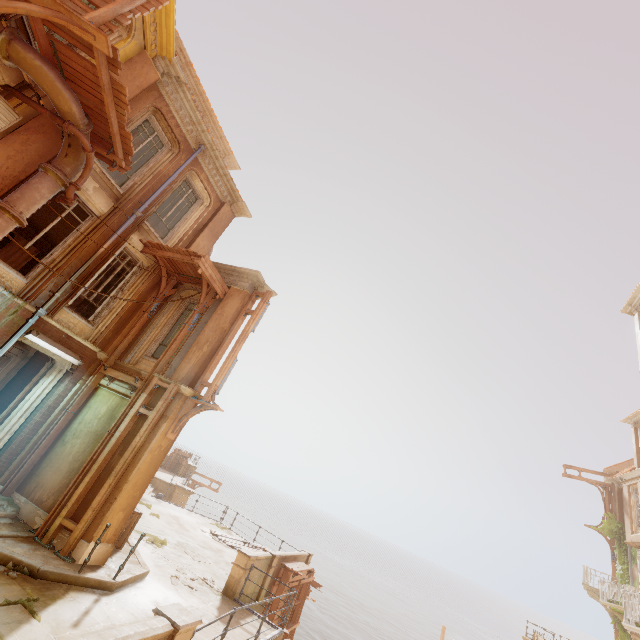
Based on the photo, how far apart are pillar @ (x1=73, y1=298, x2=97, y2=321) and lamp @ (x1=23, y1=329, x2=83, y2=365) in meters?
2.0

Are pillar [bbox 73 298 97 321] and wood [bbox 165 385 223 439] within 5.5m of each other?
yes

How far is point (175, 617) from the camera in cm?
479

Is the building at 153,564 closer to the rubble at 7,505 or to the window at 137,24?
the rubble at 7,505

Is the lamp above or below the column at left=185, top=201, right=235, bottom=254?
below

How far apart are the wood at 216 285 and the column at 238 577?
8.4m

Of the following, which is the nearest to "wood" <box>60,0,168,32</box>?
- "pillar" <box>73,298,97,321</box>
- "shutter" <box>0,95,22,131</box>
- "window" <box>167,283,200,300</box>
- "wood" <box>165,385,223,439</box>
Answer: "shutter" <box>0,95,22,131</box>

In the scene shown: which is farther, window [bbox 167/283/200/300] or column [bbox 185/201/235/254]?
column [bbox 185/201/235/254]
